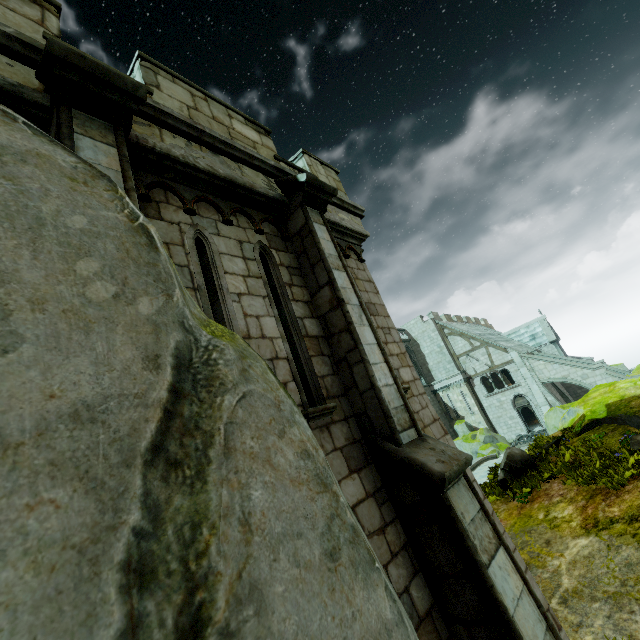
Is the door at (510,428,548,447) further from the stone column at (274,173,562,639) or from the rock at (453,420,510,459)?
the stone column at (274,173,562,639)

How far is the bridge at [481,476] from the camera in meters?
18.7 m

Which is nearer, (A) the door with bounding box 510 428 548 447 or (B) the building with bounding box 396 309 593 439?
(A) the door with bounding box 510 428 548 447

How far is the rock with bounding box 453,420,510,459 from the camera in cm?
2516

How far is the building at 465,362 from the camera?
28.9m

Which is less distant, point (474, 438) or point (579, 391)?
point (474, 438)

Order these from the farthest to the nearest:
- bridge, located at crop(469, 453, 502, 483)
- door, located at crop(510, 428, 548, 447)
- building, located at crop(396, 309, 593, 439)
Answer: building, located at crop(396, 309, 593, 439) → door, located at crop(510, 428, 548, 447) → bridge, located at crop(469, 453, 502, 483)

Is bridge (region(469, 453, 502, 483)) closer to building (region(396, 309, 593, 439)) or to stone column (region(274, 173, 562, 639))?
building (region(396, 309, 593, 439))
